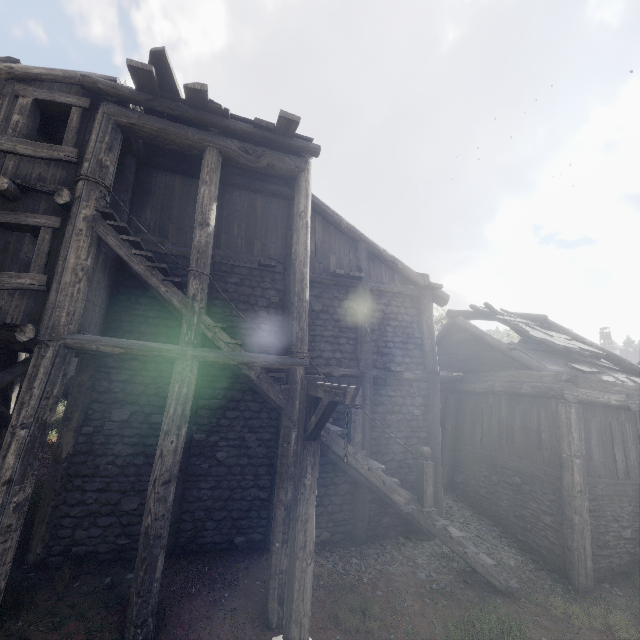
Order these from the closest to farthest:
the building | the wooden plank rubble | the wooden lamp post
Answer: the wooden lamp post
the building
the wooden plank rubble

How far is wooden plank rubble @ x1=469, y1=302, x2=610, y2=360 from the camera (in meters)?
11.15

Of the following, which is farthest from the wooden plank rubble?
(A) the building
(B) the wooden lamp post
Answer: (B) the wooden lamp post

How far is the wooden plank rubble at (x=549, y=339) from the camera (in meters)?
11.15

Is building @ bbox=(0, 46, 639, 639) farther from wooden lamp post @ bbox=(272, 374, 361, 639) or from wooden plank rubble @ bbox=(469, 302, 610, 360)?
wooden lamp post @ bbox=(272, 374, 361, 639)

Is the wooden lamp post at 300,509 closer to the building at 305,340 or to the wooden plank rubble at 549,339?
the building at 305,340

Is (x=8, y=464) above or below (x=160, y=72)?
below
